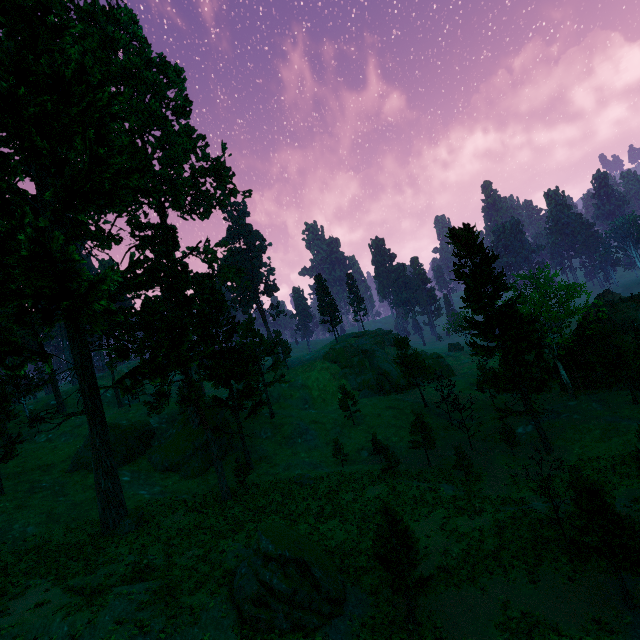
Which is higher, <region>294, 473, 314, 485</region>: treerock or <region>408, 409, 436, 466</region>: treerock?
<region>408, 409, 436, 466</region>: treerock

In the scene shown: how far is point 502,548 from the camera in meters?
20.9 m

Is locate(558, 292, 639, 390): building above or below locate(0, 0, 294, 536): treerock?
below

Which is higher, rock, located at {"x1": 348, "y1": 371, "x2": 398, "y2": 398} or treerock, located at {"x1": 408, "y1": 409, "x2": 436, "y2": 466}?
rock, located at {"x1": 348, "y1": 371, "x2": 398, "y2": 398}

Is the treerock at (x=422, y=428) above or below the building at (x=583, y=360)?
above

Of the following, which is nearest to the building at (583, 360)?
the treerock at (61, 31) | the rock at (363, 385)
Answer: the treerock at (61, 31)

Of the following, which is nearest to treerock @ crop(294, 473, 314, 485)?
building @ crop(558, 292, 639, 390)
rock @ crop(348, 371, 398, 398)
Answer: building @ crop(558, 292, 639, 390)
